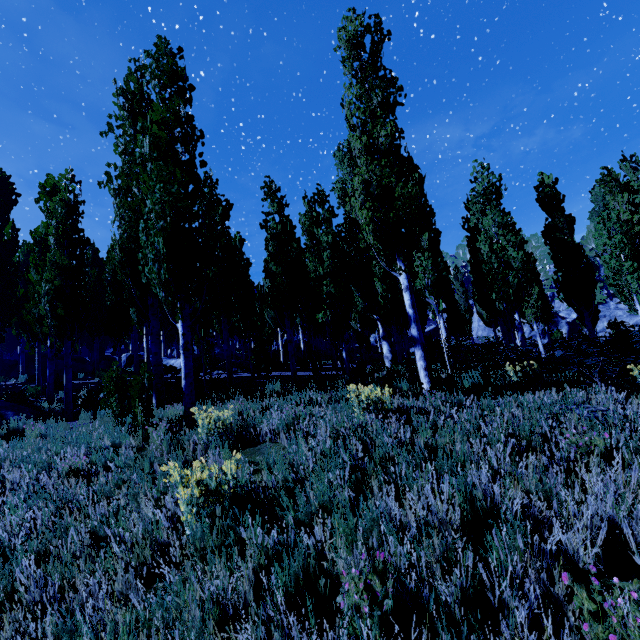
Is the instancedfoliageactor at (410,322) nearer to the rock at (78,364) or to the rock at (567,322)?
the rock at (567,322)

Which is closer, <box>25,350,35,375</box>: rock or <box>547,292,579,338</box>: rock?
<box>25,350,35,375</box>: rock

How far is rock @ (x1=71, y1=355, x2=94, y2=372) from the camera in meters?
24.9 m

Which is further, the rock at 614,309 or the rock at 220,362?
Answer: the rock at 614,309

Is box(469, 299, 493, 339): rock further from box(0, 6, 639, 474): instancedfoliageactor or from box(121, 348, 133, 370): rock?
box(121, 348, 133, 370): rock

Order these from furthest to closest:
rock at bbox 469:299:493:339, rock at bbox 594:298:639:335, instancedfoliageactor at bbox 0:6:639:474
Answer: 1. rock at bbox 469:299:493:339
2. rock at bbox 594:298:639:335
3. instancedfoliageactor at bbox 0:6:639:474

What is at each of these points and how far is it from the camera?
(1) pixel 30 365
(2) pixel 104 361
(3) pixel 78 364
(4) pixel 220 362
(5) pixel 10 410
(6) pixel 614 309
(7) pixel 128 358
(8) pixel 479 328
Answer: (1) rock, 24.86m
(2) rock, 25.25m
(3) rock, 25.20m
(4) rock, 21.67m
(5) rock, 9.50m
(6) rock, 35.72m
(7) rock, 24.31m
(8) rock, 46.12m

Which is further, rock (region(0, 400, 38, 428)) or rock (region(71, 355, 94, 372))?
rock (region(71, 355, 94, 372))
